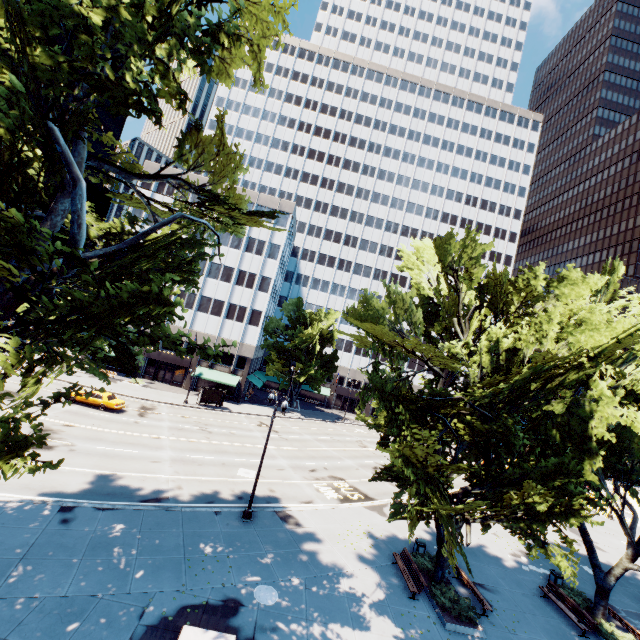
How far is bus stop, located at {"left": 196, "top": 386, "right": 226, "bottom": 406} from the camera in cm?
4156

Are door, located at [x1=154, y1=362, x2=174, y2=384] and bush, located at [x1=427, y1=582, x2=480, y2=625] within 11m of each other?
no

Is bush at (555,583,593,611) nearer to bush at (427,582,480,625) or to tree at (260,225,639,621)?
tree at (260,225,639,621)

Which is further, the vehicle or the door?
the door

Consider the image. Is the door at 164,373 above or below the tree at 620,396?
below

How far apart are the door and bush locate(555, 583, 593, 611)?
48.40m

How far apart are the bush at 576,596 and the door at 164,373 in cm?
4840

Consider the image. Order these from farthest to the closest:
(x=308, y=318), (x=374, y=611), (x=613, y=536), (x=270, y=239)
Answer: (x=308, y=318), (x=270, y=239), (x=613, y=536), (x=374, y=611)
